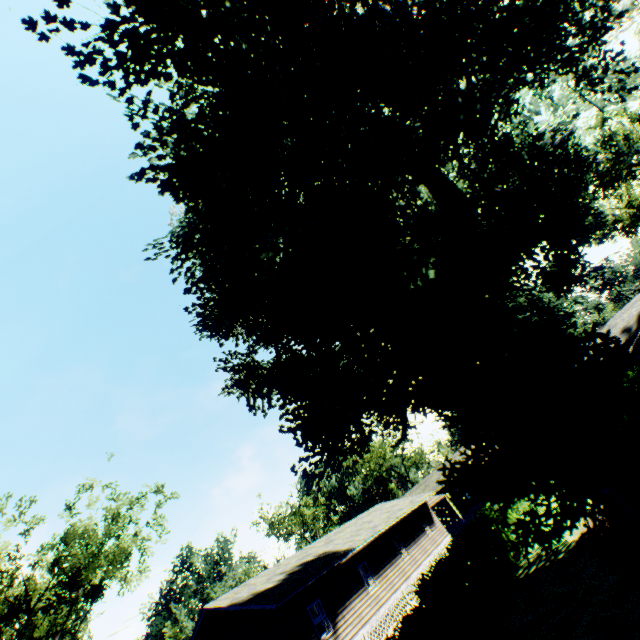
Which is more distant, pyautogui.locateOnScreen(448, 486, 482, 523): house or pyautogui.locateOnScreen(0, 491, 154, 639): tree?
pyautogui.locateOnScreen(448, 486, 482, 523): house

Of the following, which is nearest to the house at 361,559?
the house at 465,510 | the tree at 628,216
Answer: the house at 465,510

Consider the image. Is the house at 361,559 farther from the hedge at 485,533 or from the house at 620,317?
the house at 620,317

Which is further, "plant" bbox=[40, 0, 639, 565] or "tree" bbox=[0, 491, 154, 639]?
"tree" bbox=[0, 491, 154, 639]

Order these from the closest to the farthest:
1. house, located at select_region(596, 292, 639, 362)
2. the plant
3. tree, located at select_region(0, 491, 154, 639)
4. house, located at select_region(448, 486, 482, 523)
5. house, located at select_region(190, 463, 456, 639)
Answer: the plant → house, located at select_region(596, 292, 639, 362) → house, located at select_region(190, 463, 456, 639) → tree, located at select_region(0, 491, 154, 639) → house, located at select_region(448, 486, 482, 523)

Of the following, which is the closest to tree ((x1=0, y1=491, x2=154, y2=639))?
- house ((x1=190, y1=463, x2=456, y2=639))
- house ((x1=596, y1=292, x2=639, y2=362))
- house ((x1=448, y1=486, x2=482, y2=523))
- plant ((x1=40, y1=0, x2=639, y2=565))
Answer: plant ((x1=40, y1=0, x2=639, y2=565))

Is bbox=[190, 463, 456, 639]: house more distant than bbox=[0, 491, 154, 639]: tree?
No

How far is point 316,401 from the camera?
13.66m
